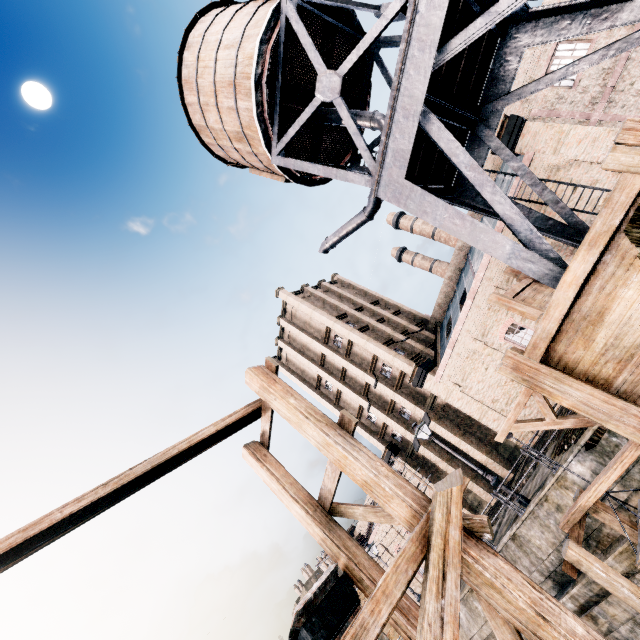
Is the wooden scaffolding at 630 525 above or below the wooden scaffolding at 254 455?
below

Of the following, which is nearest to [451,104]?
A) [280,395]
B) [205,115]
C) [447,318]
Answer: [280,395]

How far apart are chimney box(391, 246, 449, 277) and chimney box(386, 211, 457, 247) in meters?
2.6

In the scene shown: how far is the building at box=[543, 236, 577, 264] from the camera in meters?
19.2

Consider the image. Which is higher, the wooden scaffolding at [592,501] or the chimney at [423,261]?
the chimney at [423,261]

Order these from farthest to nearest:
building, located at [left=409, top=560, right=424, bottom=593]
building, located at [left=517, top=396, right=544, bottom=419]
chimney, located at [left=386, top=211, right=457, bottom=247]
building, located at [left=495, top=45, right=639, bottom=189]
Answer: chimney, located at [left=386, top=211, right=457, bottom=247], building, located at [left=409, top=560, right=424, bottom=593], building, located at [left=517, top=396, right=544, bottom=419], building, located at [left=495, top=45, right=639, bottom=189]

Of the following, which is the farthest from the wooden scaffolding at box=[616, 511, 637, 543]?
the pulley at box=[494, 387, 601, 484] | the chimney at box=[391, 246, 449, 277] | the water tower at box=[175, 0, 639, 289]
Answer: the chimney at box=[391, 246, 449, 277]

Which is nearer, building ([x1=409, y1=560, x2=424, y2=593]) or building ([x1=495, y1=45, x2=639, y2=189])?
building ([x1=495, y1=45, x2=639, y2=189])
